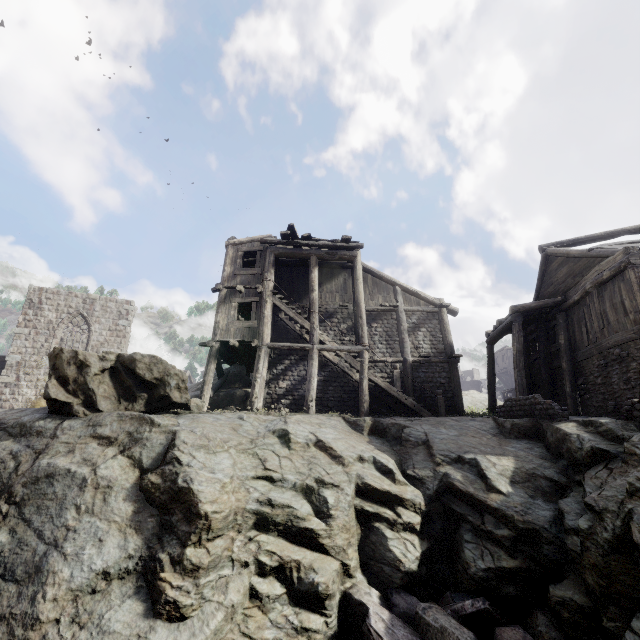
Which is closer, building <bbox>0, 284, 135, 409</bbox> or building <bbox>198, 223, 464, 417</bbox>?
building <bbox>198, 223, 464, 417</bbox>

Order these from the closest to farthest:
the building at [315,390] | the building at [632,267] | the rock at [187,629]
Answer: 1. the rock at [187,629]
2. the building at [632,267]
3. the building at [315,390]

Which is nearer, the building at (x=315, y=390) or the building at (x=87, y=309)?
the building at (x=315, y=390)

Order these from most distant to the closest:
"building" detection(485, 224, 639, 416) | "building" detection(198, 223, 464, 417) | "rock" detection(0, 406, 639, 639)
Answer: "building" detection(198, 223, 464, 417)
"building" detection(485, 224, 639, 416)
"rock" detection(0, 406, 639, 639)

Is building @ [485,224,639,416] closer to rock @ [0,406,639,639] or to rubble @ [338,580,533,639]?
rock @ [0,406,639,639]

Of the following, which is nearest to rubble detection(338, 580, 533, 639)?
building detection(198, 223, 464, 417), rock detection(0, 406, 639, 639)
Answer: rock detection(0, 406, 639, 639)

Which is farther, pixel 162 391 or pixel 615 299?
pixel 615 299

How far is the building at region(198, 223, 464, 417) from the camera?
14.55m
